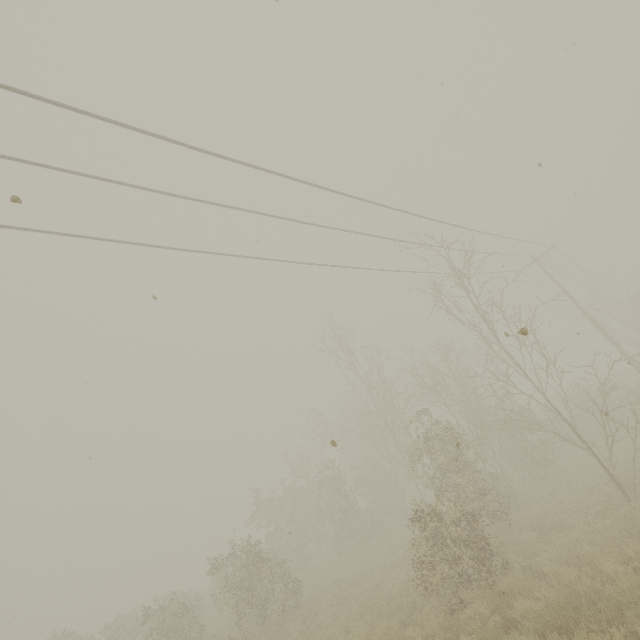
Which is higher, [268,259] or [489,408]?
[268,259]

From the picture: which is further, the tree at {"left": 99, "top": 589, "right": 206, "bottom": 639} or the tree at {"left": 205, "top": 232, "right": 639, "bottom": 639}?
the tree at {"left": 99, "top": 589, "right": 206, "bottom": 639}

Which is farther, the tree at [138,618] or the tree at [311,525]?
the tree at [138,618]
